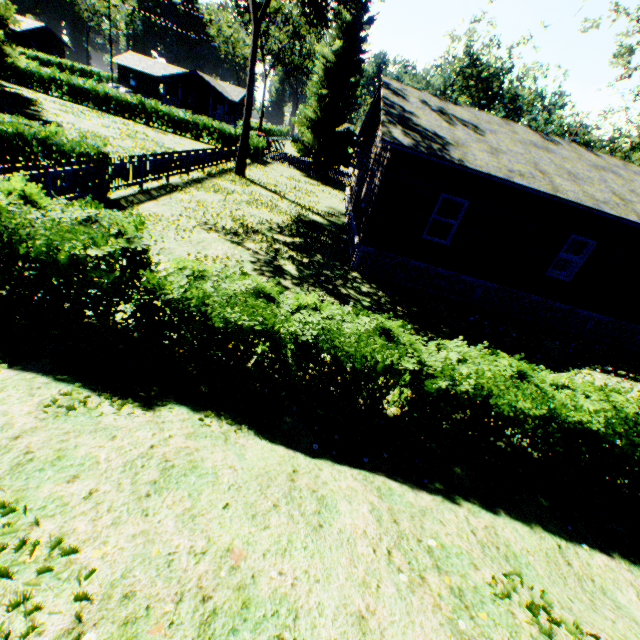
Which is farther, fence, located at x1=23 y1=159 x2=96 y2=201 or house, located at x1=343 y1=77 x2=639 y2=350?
house, located at x1=343 y1=77 x2=639 y2=350

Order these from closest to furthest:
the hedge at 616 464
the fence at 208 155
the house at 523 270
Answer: the hedge at 616 464, the house at 523 270, the fence at 208 155

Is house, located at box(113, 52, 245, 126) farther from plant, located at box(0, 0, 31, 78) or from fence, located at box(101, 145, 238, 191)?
plant, located at box(0, 0, 31, 78)

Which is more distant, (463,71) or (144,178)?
(463,71)

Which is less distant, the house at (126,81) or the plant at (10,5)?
the plant at (10,5)

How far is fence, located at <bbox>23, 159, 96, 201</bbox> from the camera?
8.7 meters

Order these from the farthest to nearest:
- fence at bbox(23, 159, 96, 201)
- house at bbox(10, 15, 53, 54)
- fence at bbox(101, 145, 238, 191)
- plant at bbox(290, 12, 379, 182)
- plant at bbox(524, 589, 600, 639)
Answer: house at bbox(10, 15, 53, 54), plant at bbox(290, 12, 379, 182), fence at bbox(101, 145, 238, 191), fence at bbox(23, 159, 96, 201), plant at bbox(524, 589, 600, 639)

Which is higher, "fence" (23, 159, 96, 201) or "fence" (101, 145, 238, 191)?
"fence" (23, 159, 96, 201)
